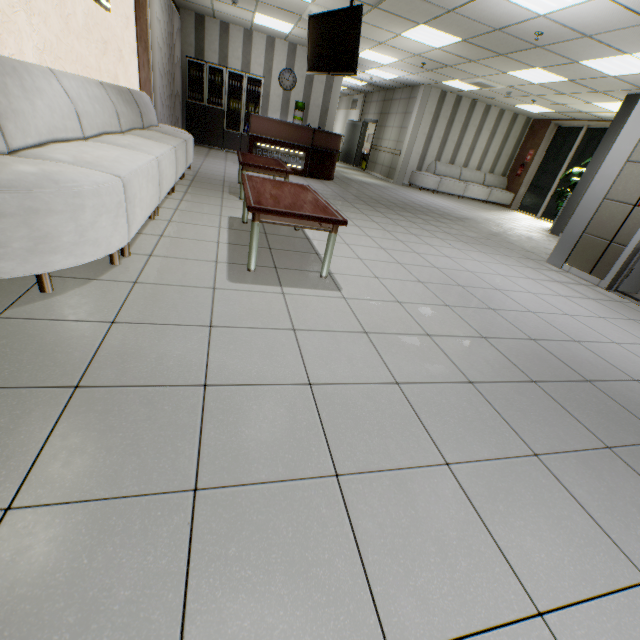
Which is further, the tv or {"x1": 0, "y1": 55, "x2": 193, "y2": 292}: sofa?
the tv

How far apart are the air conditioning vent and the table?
8.3 meters

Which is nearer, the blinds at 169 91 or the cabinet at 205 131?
the blinds at 169 91

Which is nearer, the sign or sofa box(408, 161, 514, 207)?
the sign

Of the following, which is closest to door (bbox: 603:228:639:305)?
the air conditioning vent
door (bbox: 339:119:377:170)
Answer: the air conditioning vent

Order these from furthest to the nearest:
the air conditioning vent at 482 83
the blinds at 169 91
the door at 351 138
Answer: the door at 351 138 → the air conditioning vent at 482 83 → the blinds at 169 91

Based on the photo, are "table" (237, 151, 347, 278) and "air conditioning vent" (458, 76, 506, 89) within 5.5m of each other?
no

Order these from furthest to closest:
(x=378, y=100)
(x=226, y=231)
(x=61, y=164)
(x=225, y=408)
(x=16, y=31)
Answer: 1. (x=378, y=100)
2. (x=226, y=231)
3. (x=16, y=31)
4. (x=61, y=164)
5. (x=225, y=408)
